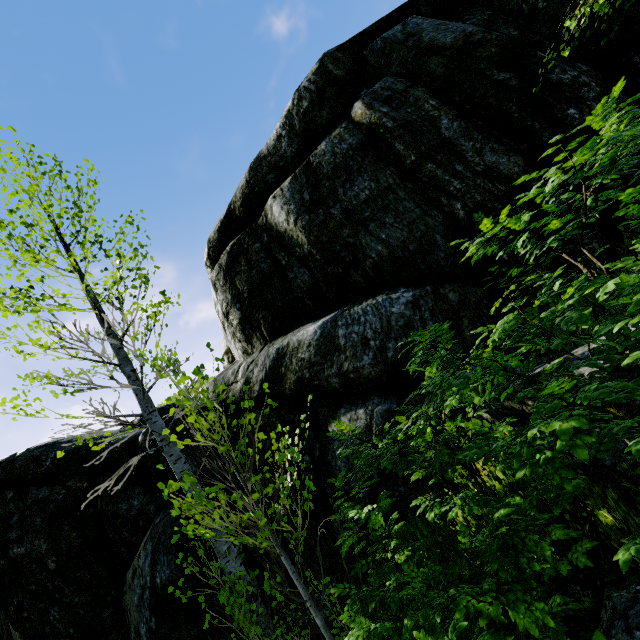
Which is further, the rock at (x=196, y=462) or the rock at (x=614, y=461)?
the rock at (x=196, y=462)

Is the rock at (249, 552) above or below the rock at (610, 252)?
below

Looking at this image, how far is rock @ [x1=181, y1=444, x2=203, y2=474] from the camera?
6.5m

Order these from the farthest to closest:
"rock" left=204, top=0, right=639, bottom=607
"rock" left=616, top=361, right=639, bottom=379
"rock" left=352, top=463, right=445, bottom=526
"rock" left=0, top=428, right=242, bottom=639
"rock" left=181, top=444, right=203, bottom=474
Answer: "rock" left=181, top=444, right=203, bottom=474 < "rock" left=0, top=428, right=242, bottom=639 < "rock" left=204, top=0, right=639, bottom=607 < "rock" left=352, top=463, right=445, bottom=526 < "rock" left=616, top=361, right=639, bottom=379

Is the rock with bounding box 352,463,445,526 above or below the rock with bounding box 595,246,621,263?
below

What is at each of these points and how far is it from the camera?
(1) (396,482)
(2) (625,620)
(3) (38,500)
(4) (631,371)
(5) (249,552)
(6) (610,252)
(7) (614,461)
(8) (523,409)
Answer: (1) rock, 4.13m
(2) rock, 1.93m
(3) rock, 6.22m
(4) rock, 2.44m
(5) rock, 5.81m
(6) rock, 4.30m
(7) rock, 2.45m
(8) rock, 3.23m
